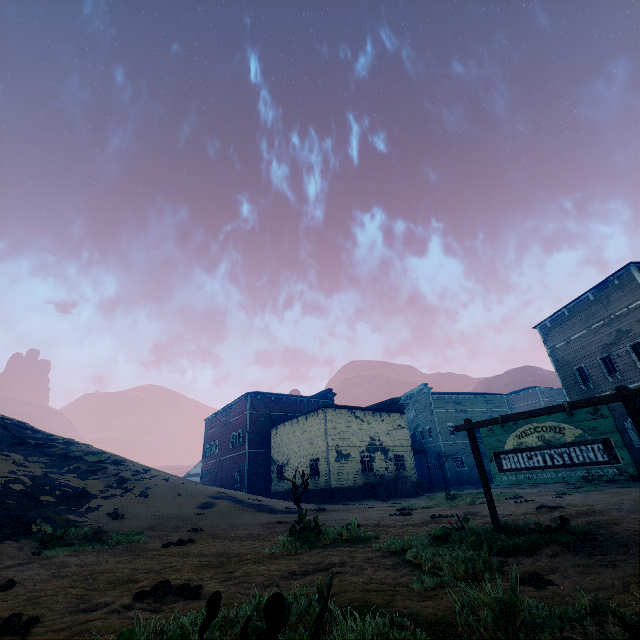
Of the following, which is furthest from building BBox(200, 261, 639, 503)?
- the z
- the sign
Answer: the sign

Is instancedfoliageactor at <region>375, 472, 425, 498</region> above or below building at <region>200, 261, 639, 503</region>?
below

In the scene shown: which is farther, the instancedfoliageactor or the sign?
the instancedfoliageactor

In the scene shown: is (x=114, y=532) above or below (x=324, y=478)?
below

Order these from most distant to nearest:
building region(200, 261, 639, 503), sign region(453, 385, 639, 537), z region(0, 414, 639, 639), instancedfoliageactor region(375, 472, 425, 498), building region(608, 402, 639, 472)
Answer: instancedfoliageactor region(375, 472, 425, 498)
building region(200, 261, 639, 503)
building region(608, 402, 639, 472)
sign region(453, 385, 639, 537)
z region(0, 414, 639, 639)

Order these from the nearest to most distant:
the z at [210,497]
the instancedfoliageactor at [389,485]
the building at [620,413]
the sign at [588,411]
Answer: the z at [210,497] → the sign at [588,411] → the building at [620,413] → the instancedfoliageactor at [389,485]

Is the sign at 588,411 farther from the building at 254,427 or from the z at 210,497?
the building at 254,427

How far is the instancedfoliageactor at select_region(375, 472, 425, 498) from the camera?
24.1m
